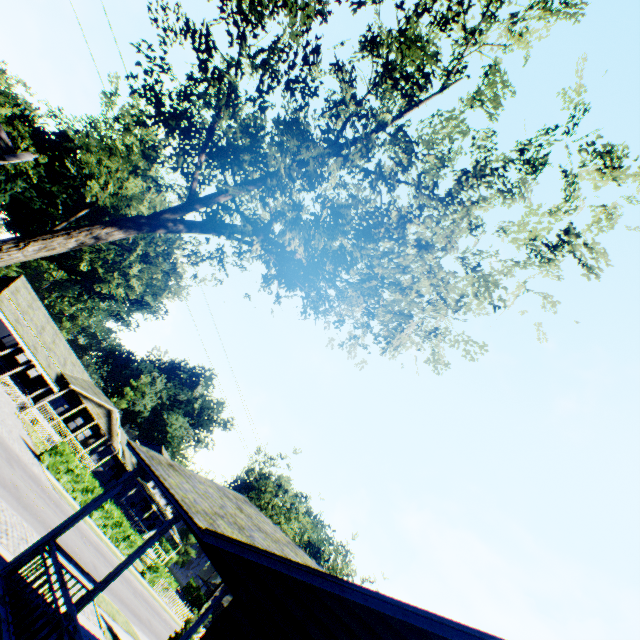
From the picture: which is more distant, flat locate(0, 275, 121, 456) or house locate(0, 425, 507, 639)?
flat locate(0, 275, 121, 456)

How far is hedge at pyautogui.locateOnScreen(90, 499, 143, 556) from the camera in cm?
2877

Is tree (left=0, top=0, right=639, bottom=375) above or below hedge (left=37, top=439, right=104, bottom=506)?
above

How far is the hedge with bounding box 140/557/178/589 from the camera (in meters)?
33.59

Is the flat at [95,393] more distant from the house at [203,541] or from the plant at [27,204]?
the house at [203,541]

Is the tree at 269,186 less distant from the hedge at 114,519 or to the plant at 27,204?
the hedge at 114,519

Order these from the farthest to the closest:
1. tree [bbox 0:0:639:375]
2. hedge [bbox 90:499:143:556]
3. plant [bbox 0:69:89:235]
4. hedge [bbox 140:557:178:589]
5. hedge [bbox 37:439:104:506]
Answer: plant [bbox 0:69:89:235]
hedge [bbox 140:557:178:589]
hedge [bbox 90:499:143:556]
hedge [bbox 37:439:104:506]
tree [bbox 0:0:639:375]

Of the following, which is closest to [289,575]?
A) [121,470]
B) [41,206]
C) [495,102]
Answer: [495,102]
